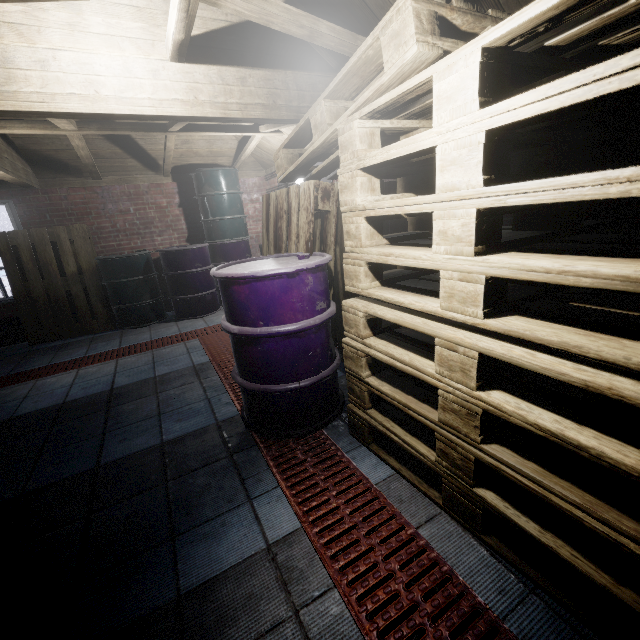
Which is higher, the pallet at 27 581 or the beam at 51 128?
the beam at 51 128

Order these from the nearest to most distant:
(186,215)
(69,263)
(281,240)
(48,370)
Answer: (281,240)
(48,370)
(69,263)
(186,215)

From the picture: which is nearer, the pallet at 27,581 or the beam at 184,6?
the pallet at 27,581

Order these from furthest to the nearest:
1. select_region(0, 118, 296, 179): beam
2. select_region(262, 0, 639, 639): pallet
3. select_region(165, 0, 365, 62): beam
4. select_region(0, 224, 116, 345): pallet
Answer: select_region(0, 224, 116, 345): pallet < select_region(0, 118, 296, 179): beam < select_region(165, 0, 365, 62): beam < select_region(262, 0, 639, 639): pallet

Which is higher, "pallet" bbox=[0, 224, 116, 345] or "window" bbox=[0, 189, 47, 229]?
"window" bbox=[0, 189, 47, 229]

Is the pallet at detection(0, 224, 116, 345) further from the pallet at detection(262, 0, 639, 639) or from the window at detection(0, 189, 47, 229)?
the pallet at detection(262, 0, 639, 639)

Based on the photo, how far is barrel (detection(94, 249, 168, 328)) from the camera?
4.4 meters

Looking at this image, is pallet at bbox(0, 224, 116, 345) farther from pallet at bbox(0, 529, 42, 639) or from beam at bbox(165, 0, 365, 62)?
pallet at bbox(0, 529, 42, 639)
